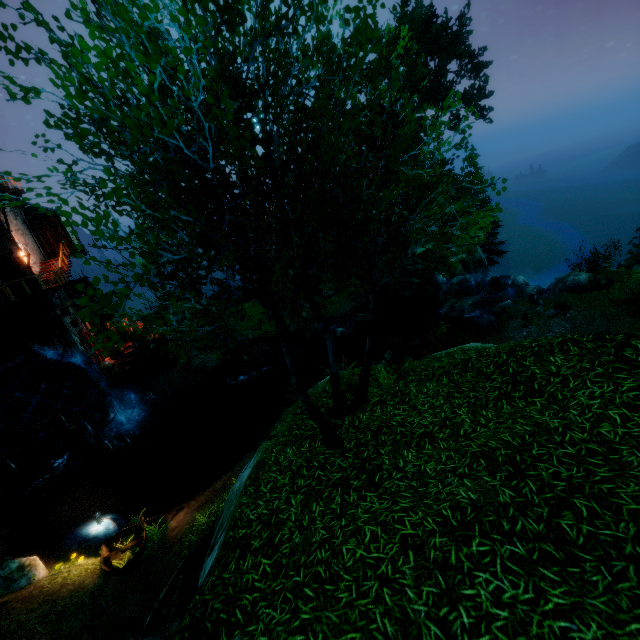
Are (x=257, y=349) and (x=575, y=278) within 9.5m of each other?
no

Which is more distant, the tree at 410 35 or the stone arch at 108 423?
the stone arch at 108 423

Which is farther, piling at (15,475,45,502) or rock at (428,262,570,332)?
rock at (428,262,570,332)

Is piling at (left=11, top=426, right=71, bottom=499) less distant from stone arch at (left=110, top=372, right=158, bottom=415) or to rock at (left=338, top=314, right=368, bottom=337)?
stone arch at (left=110, top=372, right=158, bottom=415)

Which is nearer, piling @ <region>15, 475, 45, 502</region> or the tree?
the tree

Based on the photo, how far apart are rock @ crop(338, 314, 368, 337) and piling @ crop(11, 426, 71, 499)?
21.3m

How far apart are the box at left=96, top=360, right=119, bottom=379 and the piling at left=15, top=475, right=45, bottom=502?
6.40m

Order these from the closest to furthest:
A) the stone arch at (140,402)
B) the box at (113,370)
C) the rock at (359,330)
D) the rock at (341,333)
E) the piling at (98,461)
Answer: the piling at (98,461) < the box at (113,370) < the stone arch at (140,402) < the rock at (341,333) < the rock at (359,330)
